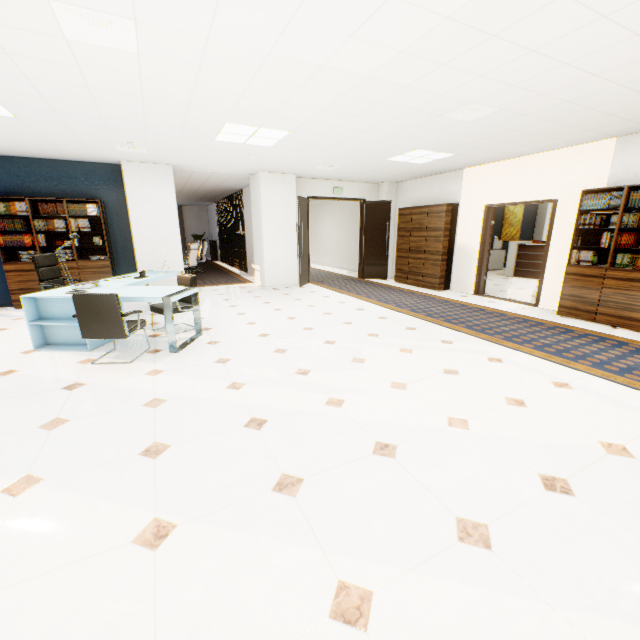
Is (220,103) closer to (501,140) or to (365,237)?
(501,140)

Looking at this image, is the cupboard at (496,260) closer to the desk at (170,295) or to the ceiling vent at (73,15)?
the desk at (170,295)

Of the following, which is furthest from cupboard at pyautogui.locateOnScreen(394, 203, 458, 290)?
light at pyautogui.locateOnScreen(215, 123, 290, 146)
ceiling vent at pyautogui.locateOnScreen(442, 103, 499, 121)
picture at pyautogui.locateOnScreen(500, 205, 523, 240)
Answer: picture at pyautogui.locateOnScreen(500, 205, 523, 240)

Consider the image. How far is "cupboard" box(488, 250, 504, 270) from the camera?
12.62m

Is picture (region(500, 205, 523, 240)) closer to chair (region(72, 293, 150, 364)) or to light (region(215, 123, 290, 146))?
light (region(215, 123, 290, 146))

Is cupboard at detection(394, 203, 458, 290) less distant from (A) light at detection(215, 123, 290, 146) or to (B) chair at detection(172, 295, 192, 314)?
(A) light at detection(215, 123, 290, 146)

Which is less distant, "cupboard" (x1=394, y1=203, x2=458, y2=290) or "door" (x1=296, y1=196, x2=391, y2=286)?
"cupboard" (x1=394, y1=203, x2=458, y2=290)

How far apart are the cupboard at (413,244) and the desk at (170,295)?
6.1m
